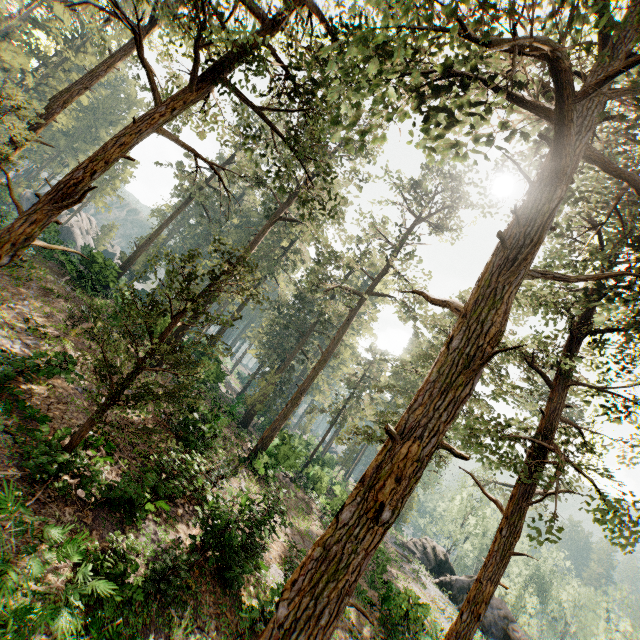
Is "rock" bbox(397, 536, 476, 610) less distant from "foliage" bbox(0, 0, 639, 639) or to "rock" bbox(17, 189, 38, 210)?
"foliage" bbox(0, 0, 639, 639)

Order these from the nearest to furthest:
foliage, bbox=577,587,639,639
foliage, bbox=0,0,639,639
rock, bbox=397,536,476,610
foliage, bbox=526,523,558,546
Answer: foliage, bbox=0,0,639,639 → foliage, bbox=526,523,558,546 → rock, bbox=397,536,476,610 → foliage, bbox=577,587,639,639

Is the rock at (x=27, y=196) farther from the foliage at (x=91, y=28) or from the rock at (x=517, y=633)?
the rock at (x=517, y=633)

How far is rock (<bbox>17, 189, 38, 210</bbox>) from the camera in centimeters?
5403cm

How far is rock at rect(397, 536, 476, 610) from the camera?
32.22m

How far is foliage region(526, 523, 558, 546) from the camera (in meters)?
8.75

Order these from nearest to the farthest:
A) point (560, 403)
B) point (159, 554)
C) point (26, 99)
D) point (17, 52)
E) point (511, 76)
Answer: point (511, 76) < point (159, 554) < point (560, 403) < point (26, 99) < point (17, 52)

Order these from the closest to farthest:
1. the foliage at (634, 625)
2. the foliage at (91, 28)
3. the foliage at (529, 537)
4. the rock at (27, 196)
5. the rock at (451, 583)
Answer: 1. the foliage at (91, 28)
2. the foliage at (529, 537)
3. the rock at (451, 583)
4. the foliage at (634, 625)
5. the rock at (27, 196)
